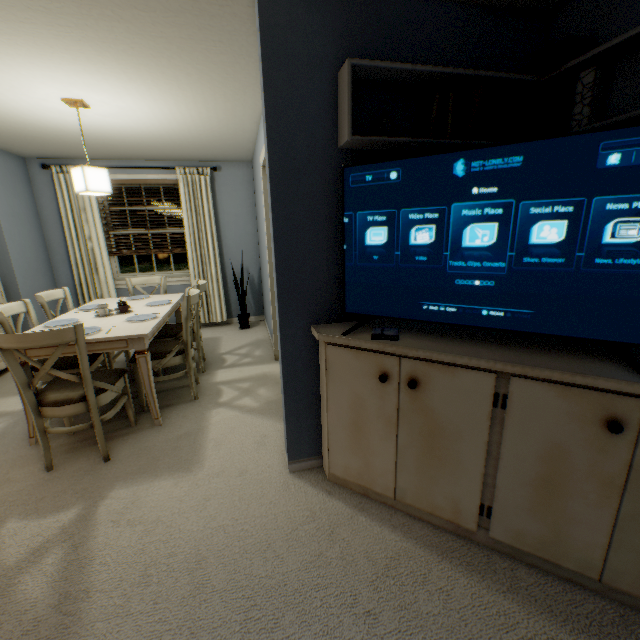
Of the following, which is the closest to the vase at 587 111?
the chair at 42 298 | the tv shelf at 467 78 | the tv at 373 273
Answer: the tv shelf at 467 78

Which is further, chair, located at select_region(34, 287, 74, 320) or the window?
the window

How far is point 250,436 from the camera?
2.4m

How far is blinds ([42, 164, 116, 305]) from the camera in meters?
4.3 m

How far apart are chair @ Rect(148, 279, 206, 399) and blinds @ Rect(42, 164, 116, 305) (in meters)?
1.97

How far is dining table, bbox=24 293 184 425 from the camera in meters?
2.3

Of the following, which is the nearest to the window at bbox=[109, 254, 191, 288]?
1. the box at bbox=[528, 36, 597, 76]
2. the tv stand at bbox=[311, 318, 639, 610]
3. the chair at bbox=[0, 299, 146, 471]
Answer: the chair at bbox=[0, 299, 146, 471]

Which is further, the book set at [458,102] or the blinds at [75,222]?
the blinds at [75,222]
